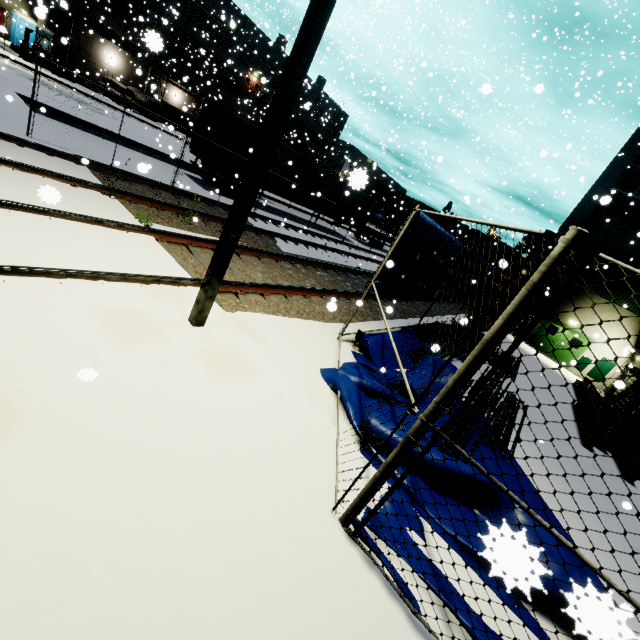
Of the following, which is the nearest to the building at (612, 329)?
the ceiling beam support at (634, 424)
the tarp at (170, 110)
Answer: the ceiling beam support at (634, 424)

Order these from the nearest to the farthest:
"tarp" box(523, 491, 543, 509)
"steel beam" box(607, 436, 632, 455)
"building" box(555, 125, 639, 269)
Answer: "tarp" box(523, 491, 543, 509)
"steel beam" box(607, 436, 632, 455)
"building" box(555, 125, 639, 269)

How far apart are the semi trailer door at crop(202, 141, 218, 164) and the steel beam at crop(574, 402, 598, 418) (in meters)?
18.67

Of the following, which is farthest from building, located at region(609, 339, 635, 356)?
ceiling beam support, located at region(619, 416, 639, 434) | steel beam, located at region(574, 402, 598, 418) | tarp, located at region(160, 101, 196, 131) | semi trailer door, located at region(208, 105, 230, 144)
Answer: semi trailer door, located at region(208, 105, 230, 144)

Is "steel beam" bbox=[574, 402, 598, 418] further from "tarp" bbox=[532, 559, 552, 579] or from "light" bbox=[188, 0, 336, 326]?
"light" bbox=[188, 0, 336, 326]

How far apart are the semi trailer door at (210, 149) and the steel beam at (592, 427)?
18.7m

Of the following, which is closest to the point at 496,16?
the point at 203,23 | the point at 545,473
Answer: the point at 203,23
